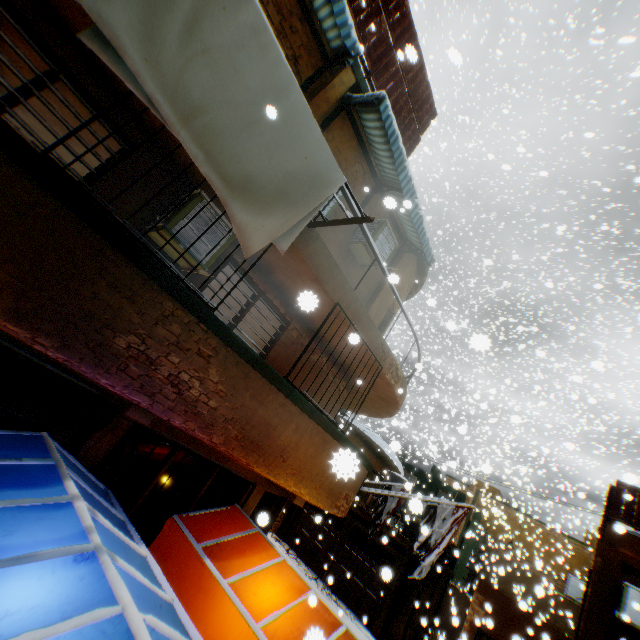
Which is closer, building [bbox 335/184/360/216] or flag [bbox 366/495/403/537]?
building [bbox 335/184/360/216]

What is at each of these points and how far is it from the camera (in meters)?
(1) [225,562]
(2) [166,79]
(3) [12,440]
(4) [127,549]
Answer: (1) tent, 4.75
(2) dryer, 2.37
(3) tent, 3.56
(4) tent, 3.46

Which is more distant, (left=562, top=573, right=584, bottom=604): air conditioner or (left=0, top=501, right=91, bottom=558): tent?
(left=562, top=573, right=584, bottom=604): air conditioner

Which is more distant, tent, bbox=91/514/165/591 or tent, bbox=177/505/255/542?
tent, bbox=177/505/255/542

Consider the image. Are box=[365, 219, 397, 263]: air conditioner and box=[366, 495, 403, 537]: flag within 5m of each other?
no

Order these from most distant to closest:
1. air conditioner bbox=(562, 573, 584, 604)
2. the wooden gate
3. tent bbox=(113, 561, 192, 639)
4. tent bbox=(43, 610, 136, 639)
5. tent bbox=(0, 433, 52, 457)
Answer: the wooden gate → air conditioner bbox=(562, 573, 584, 604) → tent bbox=(0, 433, 52, 457) → tent bbox=(113, 561, 192, 639) → tent bbox=(43, 610, 136, 639)

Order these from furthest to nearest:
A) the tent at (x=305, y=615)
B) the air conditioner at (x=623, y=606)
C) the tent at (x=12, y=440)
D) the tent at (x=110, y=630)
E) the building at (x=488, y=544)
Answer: the building at (x=488, y=544)
the air conditioner at (x=623, y=606)
the tent at (x=305, y=615)
the tent at (x=12, y=440)
the tent at (x=110, y=630)

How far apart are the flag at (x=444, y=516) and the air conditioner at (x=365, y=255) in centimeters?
489cm
